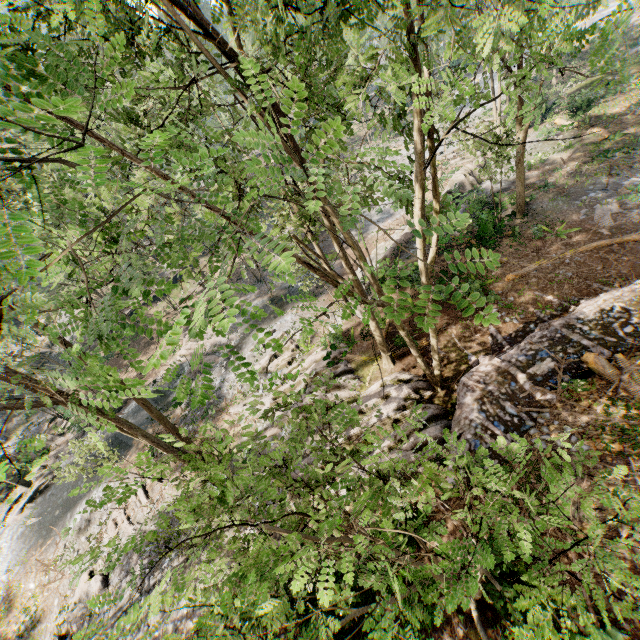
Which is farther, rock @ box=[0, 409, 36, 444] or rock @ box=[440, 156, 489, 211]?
rock @ box=[0, 409, 36, 444]

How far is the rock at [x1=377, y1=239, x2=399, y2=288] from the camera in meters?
19.4 m

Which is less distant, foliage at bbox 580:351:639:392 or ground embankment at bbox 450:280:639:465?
foliage at bbox 580:351:639:392

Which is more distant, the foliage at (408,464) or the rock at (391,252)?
the rock at (391,252)

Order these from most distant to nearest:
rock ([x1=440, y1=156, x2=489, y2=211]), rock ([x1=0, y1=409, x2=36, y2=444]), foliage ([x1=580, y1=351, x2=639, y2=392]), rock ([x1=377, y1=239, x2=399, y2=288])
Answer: rock ([x1=0, y1=409, x2=36, y2=444]) < rock ([x1=440, y1=156, x2=489, y2=211]) < rock ([x1=377, y1=239, x2=399, y2=288]) < foliage ([x1=580, y1=351, x2=639, y2=392])

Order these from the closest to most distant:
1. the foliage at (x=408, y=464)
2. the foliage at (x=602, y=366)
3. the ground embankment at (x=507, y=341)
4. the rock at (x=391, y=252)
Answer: the foliage at (x=408, y=464)
the foliage at (x=602, y=366)
the ground embankment at (x=507, y=341)
the rock at (x=391, y=252)

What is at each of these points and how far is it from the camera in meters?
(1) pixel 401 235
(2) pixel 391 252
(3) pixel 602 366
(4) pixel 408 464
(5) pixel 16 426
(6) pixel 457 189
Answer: (1) rock, 24.3 m
(2) rock, 23.0 m
(3) foliage, 10.2 m
(4) foliage, 5.6 m
(5) rock, 32.2 m
(6) rock, 26.3 m
